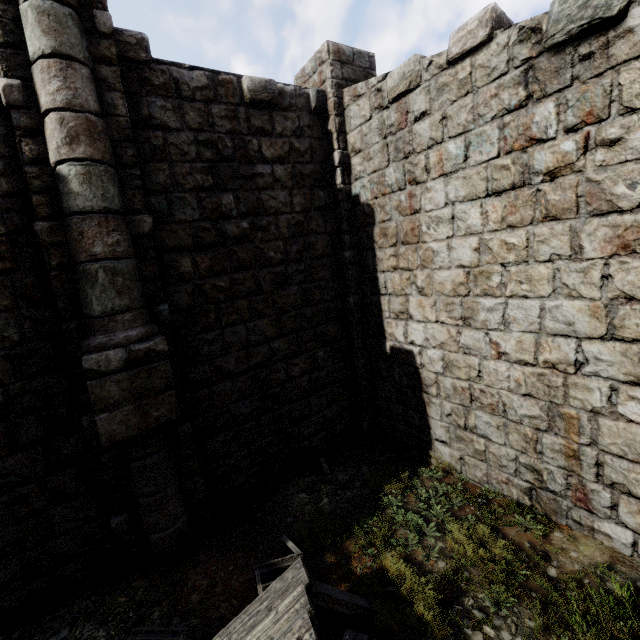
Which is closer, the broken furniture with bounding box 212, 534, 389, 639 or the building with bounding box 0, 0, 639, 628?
the broken furniture with bounding box 212, 534, 389, 639

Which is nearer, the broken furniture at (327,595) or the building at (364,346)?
the broken furniture at (327,595)

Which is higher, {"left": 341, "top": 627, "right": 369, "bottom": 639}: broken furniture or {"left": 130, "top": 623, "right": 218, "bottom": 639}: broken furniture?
{"left": 130, "top": 623, "right": 218, "bottom": 639}: broken furniture

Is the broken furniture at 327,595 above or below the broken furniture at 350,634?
above

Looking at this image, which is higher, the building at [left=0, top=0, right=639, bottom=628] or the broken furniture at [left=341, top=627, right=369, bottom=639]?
the building at [left=0, top=0, right=639, bottom=628]

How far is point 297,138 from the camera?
6.32m
